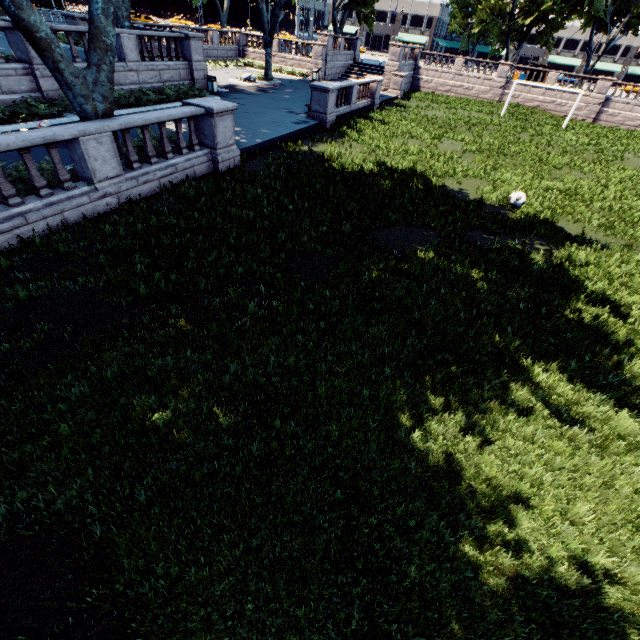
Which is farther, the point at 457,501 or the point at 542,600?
the point at 457,501

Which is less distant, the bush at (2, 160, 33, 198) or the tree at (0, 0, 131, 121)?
the tree at (0, 0, 131, 121)

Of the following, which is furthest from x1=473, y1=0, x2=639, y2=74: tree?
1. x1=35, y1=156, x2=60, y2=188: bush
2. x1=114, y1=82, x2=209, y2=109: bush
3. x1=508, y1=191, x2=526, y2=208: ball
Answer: x1=508, y1=191, x2=526, y2=208: ball

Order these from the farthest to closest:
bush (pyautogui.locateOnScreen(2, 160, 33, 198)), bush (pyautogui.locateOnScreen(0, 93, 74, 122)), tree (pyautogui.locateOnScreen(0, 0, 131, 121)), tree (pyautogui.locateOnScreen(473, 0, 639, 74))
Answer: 1. tree (pyautogui.locateOnScreen(473, 0, 639, 74))
2. bush (pyautogui.locateOnScreen(0, 93, 74, 122))
3. bush (pyautogui.locateOnScreen(2, 160, 33, 198))
4. tree (pyautogui.locateOnScreen(0, 0, 131, 121))

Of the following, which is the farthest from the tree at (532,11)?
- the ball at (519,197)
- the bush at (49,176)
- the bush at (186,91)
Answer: the ball at (519,197)

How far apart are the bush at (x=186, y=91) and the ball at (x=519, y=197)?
19.0m
